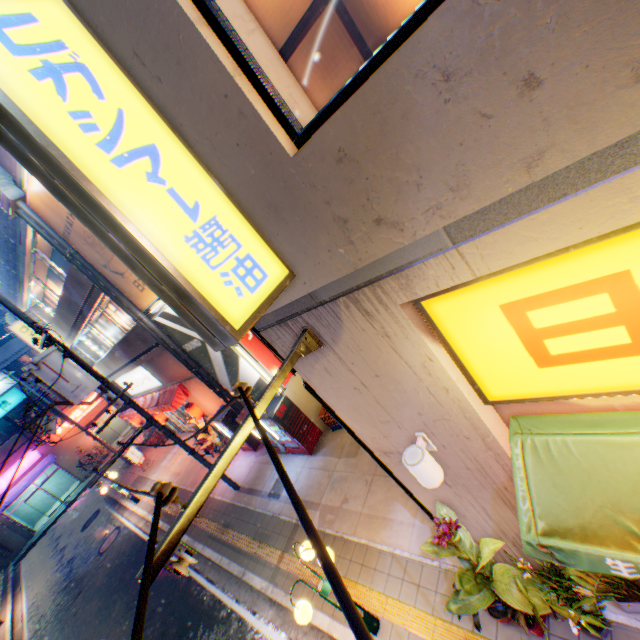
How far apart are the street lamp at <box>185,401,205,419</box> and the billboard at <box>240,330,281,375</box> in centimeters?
590cm

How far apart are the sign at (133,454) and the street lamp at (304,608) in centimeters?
1840cm

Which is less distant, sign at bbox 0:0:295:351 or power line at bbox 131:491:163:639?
power line at bbox 131:491:163:639

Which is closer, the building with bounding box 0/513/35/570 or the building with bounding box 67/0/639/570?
the building with bounding box 67/0/639/570

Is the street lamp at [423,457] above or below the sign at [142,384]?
below

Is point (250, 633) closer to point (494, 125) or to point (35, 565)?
point (494, 125)

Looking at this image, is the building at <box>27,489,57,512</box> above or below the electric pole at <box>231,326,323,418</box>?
below

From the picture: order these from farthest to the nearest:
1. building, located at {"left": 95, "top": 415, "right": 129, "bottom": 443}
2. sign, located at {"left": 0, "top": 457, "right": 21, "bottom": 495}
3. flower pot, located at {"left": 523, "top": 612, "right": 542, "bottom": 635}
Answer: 1. building, located at {"left": 95, "top": 415, "right": 129, "bottom": 443}
2. sign, located at {"left": 0, "top": 457, "right": 21, "bottom": 495}
3. flower pot, located at {"left": 523, "top": 612, "right": 542, "bottom": 635}
